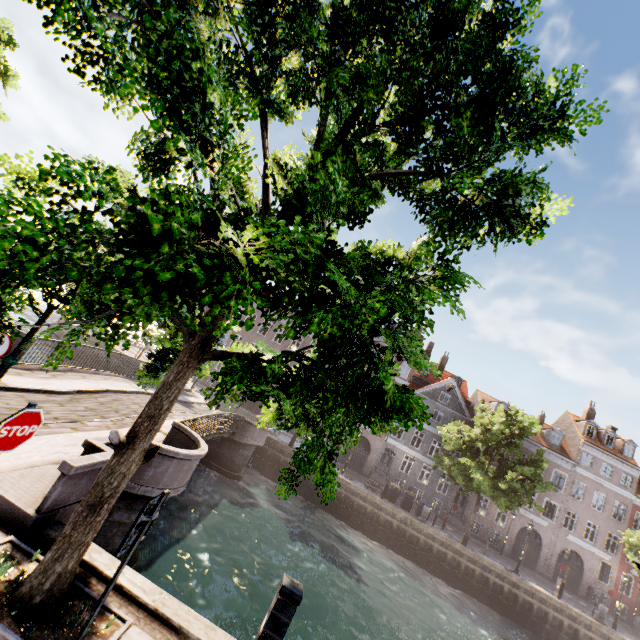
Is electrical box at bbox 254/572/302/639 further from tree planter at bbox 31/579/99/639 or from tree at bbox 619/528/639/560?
tree planter at bbox 31/579/99/639

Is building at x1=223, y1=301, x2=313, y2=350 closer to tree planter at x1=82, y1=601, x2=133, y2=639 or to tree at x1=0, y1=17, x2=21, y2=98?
tree at x1=0, y1=17, x2=21, y2=98

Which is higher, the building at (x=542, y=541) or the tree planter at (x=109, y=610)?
the building at (x=542, y=541)

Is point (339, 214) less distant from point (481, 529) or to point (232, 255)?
point (232, 255)

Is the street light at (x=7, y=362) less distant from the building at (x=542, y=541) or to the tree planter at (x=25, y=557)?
the tree planter at (x=25, y=557)

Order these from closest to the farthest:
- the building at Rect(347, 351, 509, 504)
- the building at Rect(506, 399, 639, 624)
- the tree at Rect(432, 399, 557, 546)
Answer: the tree at Rect(432, 399, 557, 546), the building at Rect(506, 399, 639, 624), the building at Rect(347, 351, 509, 504)

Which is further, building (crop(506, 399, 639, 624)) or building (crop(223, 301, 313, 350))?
building (crop(223, 301, 313, 350))

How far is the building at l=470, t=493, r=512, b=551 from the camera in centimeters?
3062cm
